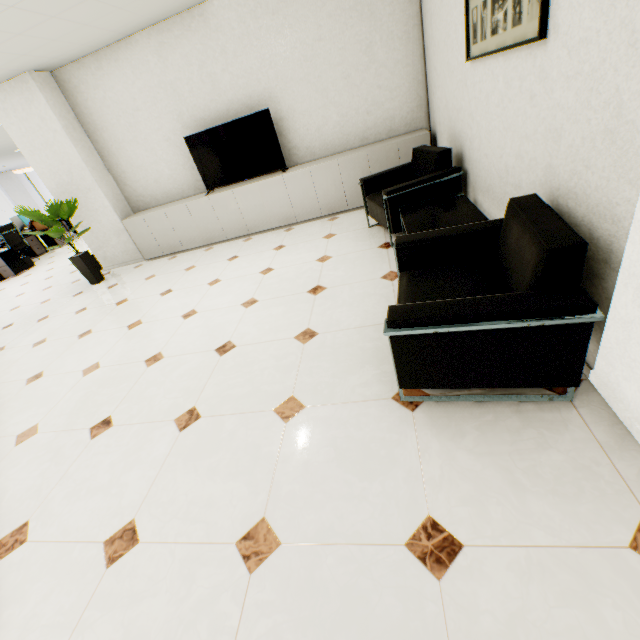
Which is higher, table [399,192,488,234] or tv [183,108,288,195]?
tv [183,108,288,195]

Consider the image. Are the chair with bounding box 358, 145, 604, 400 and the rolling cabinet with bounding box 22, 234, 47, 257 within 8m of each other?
no

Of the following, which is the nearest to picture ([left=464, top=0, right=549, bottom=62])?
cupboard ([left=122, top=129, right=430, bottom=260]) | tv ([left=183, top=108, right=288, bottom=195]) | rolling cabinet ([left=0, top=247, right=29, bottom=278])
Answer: cupboard ([left=122, top=129, right=430, bottom=260])

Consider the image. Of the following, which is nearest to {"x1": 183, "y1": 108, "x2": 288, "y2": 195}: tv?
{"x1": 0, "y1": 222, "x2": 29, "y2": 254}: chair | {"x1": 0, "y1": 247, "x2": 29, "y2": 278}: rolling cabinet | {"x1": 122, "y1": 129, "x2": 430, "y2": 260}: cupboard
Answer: {"x1": 122, "y1": 129, "x2": 430, "y2": 260}: cupboard

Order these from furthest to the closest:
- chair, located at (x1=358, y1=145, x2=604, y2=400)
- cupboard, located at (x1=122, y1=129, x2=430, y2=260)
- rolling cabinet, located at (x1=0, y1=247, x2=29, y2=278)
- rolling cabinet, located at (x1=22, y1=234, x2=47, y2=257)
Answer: rolling cabinet, located at (x1=22, y1=234, x2=47, y2=257)
rolling cabinet, located at (x1=0, y1=247, x2=29, y2=278)
cupboard, located at (x1=122, y1=129, x2=430, y2=260)
chair, located at (x1=358, y1=145, x2=604, y2=400)

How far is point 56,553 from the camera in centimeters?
165cm

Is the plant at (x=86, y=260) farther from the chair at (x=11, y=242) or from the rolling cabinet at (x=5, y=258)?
the chair at (x=11, y=242)

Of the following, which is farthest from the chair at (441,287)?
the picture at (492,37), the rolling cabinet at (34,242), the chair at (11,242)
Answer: the rolling cabinet at (34,242)
